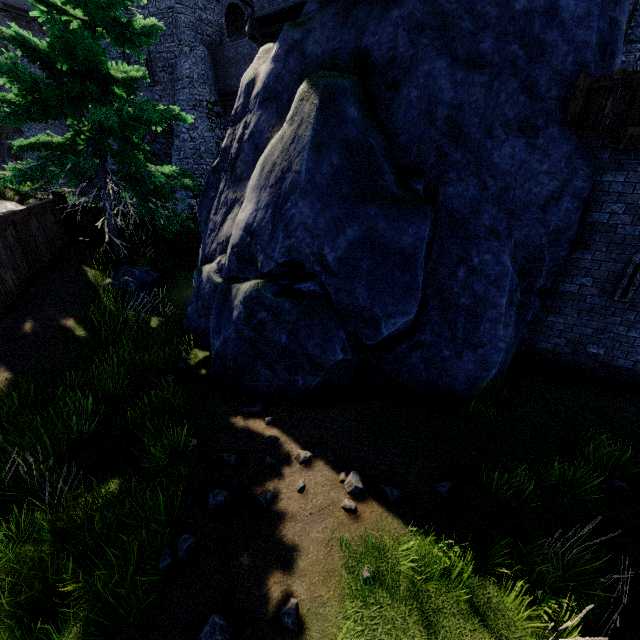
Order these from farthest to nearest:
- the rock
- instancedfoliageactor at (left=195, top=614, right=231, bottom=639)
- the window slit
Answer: the rock
the window slit
instancedfoliageactor at (left=195, top=614, right=231, bottom=639)

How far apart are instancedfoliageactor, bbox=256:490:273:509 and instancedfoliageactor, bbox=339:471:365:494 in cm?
97

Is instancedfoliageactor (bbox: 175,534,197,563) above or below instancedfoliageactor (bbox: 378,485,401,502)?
below

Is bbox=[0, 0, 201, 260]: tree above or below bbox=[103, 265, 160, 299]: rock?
above

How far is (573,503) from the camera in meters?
4.6 m

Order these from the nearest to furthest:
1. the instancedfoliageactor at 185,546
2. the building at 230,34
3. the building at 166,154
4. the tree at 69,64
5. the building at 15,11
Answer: the instancedfoliageactor at 185,546, the tree at 69,64, the building at 230,34, the building at 166,154, the building at 15,11

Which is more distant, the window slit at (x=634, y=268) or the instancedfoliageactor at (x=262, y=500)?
the window slit at (x=634, y=268)

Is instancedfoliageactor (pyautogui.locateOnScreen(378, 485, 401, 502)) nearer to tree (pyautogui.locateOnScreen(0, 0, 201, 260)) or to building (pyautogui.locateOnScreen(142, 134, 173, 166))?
tree (pyautogui.locateOnScreen(0, 0, 201, 260))
